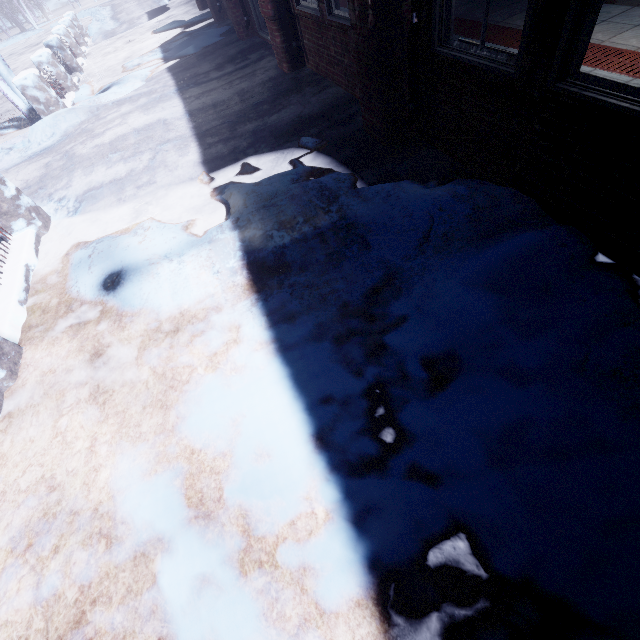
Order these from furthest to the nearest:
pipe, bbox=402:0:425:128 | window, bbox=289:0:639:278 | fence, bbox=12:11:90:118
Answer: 1. fence, bbox=12:11:90:118
2. pipe, bbox=402:0:425:128
3. window, bbox=289:0:639:278

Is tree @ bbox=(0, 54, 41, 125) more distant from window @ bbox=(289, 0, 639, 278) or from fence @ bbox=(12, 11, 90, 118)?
window @ bbox=(289, 0, 639, 278)

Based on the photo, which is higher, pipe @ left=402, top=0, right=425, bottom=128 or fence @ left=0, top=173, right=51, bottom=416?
pipe @ left=402, top=0, right=425, bottom=128

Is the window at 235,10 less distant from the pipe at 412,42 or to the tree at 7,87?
the tree at 7,87

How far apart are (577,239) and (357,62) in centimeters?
253cm

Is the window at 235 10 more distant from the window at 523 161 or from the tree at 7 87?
the window at 523 161

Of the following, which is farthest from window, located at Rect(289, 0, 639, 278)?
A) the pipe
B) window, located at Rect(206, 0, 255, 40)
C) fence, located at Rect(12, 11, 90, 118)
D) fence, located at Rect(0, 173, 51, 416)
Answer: fence, located at Rect(12, 11, 90, 118)

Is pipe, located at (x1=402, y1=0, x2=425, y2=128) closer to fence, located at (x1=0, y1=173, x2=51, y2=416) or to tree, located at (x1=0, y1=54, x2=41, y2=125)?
fence, located at (x1=0, y1=173, x2=51, y2=416)
